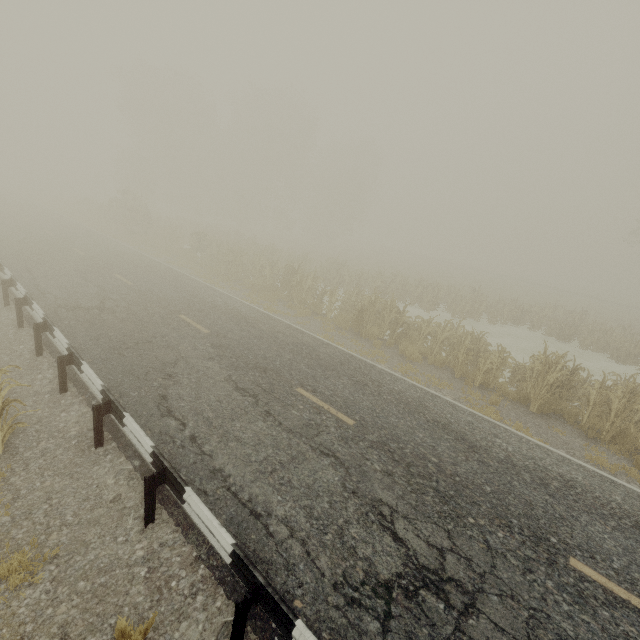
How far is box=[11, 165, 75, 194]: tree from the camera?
53.6m

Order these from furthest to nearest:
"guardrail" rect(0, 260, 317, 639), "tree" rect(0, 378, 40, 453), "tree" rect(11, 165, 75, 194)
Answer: "tree" rect(11, 165, 75, 194)
"tree" rect(0, 378, 40, 453)
"guardrail" rect(0, 260, 317, 639)

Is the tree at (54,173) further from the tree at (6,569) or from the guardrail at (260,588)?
the tree at (6,569)

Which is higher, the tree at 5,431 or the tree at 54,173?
the tree at 54,173

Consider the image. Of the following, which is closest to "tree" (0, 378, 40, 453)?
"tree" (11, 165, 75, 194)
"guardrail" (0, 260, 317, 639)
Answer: "guardrail" (0, 260, 317, 639)

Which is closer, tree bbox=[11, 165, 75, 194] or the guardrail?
the guardrail

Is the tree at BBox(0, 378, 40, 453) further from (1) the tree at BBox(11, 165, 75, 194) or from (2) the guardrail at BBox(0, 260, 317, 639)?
(1) the tree at BBox(11, 165, 75, 194)

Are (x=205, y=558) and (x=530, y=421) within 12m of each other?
yes
